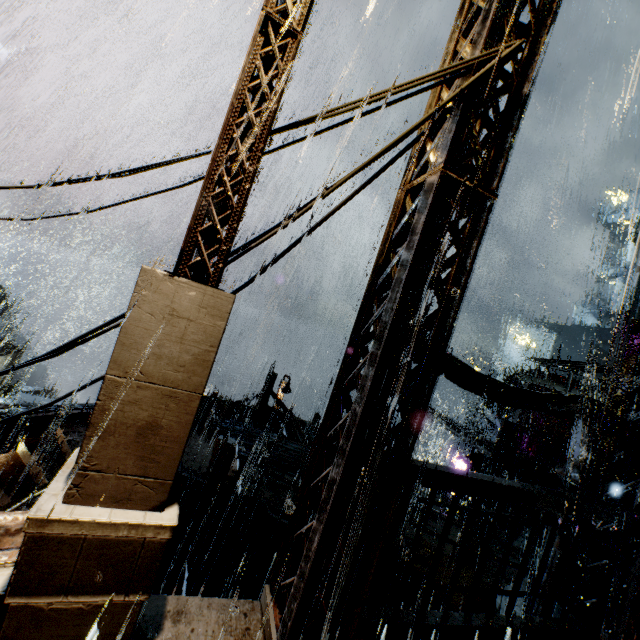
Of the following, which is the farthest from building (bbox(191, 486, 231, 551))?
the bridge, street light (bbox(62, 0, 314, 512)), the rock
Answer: the rock

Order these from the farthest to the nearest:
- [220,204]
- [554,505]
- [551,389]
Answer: [551,389] → [554,505] → [220,204]

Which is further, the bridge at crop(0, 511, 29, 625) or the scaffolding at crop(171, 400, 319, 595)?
the scaffolding at crop(171, 400, 319, 595)

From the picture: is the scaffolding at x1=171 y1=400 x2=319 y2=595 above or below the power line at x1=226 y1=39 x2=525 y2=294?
below

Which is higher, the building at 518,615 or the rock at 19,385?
the building at 518,615

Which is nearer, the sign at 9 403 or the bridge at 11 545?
the bridge at 11 545

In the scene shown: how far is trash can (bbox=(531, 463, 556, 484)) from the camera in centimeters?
1886cm

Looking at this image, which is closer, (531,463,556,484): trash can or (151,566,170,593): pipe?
(151,566,170,593): pipe
